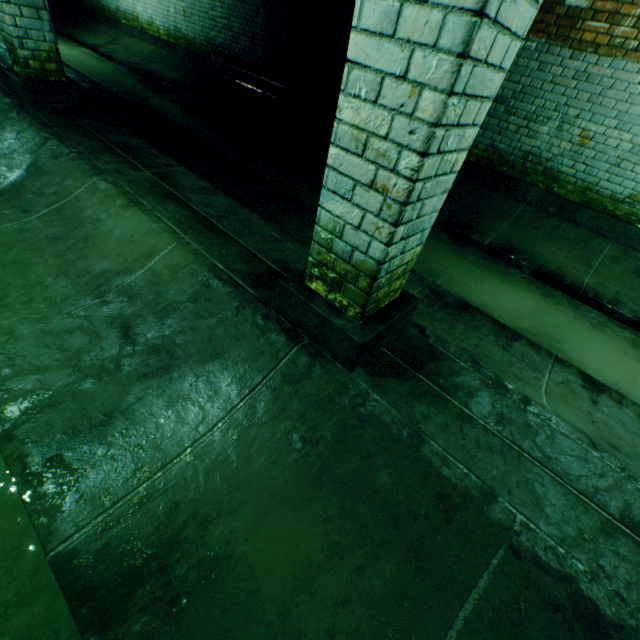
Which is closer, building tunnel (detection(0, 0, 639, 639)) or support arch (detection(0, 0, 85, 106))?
building tunnel (detection(0, 0, 639, 639))

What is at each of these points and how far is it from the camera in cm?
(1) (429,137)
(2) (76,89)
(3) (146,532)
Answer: (1) support arch, 110
(2) support arch, 399
(3) building tunnel, 132

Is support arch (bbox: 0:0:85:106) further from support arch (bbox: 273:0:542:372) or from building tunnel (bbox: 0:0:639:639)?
support arch (bbox: 273:0:542:372)

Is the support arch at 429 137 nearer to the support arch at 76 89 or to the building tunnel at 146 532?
the building tunnel at 146 532

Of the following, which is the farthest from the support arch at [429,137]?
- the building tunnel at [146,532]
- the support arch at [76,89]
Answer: the support arch at [76,89]

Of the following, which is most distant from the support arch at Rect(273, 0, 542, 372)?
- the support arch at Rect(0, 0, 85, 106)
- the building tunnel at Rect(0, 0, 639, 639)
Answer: the support arch at Rect(0, 0, 85, 106)

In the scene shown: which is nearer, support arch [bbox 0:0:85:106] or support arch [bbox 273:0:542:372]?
support arch [bbox 273:0:542:372]
